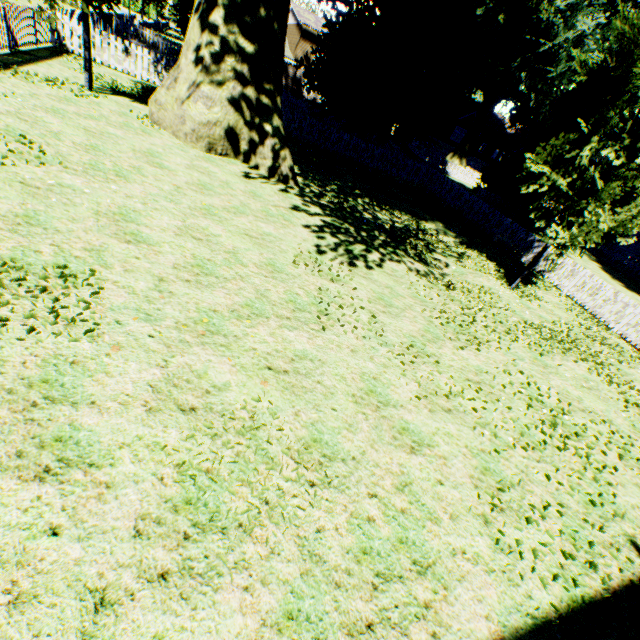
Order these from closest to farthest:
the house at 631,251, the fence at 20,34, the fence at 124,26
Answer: the fence at 20,34 < the fence at 124,26 < the house at 631,251

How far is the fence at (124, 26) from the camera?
14.5m

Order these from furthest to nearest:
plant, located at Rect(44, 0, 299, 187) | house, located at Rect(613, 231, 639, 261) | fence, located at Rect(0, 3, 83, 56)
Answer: house, located at Rect(613, 231, 639, 261) → fence, located at Rect(0, 3, 83, 56) → plant, located at Rect(44, 0, 299, 187)

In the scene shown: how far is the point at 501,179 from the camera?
26.9m

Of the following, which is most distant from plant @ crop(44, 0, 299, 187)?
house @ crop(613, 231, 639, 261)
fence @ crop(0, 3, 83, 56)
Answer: house @ crop(613, 231, 639, 261)

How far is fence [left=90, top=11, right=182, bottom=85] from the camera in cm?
1453

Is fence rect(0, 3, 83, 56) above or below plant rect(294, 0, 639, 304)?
below
